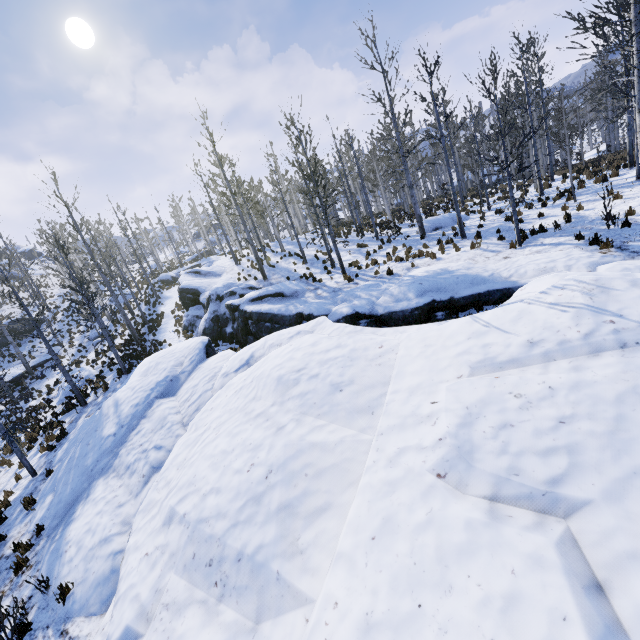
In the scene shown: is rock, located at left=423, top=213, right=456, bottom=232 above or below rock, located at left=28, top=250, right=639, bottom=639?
above

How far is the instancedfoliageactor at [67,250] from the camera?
17.19m

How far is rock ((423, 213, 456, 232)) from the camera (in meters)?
20.50

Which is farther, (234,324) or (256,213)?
(256,213)

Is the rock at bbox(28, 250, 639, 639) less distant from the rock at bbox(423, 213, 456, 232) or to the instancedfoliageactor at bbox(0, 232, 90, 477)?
the instancedfoliageactor at bbox(0, 232, 90, 477)

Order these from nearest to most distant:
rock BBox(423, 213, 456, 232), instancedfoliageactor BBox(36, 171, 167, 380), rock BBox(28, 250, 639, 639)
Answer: rock BBox(28, 250, 639, 639) < instancedfoliageactor BBox(36, 171, 167, 380) < rock BBox(423, 213, 456, 232)

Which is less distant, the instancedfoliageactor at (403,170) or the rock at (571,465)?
the rock at (571,465)
